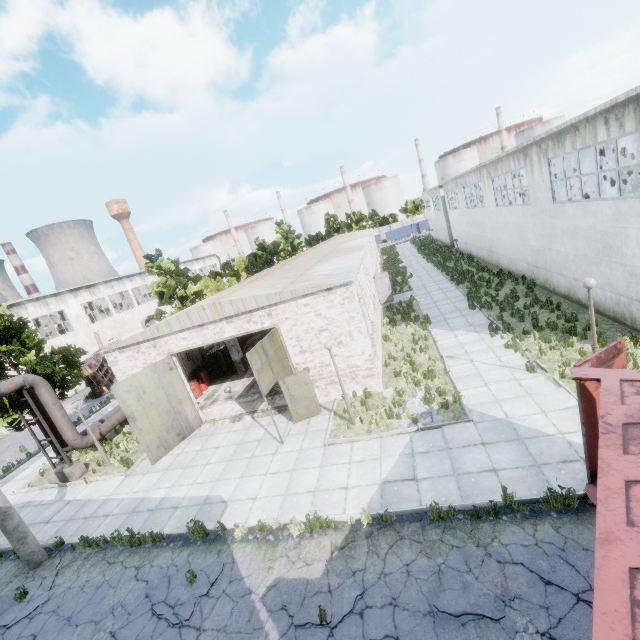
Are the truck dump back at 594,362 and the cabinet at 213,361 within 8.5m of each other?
no

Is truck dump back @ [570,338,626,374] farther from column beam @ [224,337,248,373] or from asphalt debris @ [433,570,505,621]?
column beam @ [224,337,248,373]

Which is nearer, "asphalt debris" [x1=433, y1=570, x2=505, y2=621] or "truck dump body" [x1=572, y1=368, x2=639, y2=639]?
"truck dump body" [x1=572, y1=368, x2=639, y2=639]

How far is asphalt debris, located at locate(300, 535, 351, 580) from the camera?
7.05m

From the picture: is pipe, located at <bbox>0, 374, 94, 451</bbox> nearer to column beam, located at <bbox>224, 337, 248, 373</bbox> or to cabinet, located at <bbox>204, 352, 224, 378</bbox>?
cabinet, located at <bbox>204, 352, 224, 378</bbox>

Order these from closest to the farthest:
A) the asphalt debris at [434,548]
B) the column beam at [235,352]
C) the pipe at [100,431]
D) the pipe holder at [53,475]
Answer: the asphalt debris at [434,548], the pipe holder at [53,475], the pipe at [100,431], the column beam at [235,352]

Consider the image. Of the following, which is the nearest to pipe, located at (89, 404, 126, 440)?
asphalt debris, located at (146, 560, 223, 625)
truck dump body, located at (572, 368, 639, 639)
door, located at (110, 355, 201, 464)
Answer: door, located at (110, 355, 201, 464)

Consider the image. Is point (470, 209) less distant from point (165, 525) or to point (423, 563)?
point (423, 563)
